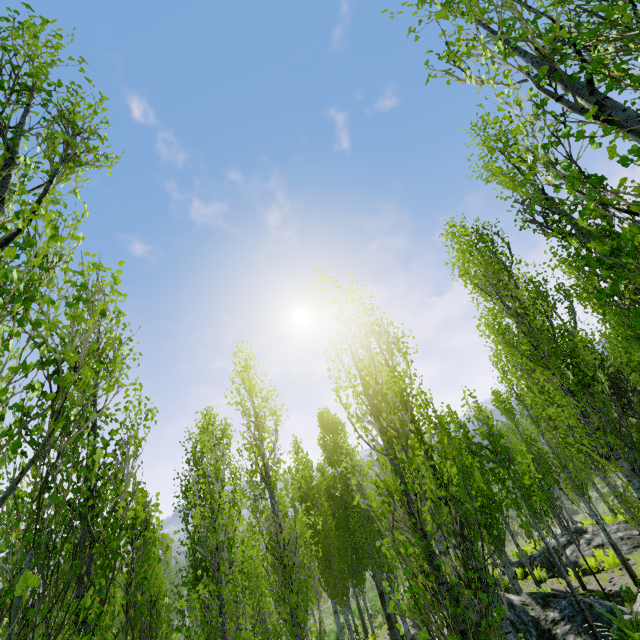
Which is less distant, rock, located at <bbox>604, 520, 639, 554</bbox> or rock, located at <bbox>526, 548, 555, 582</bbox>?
rock, located at <bbox>604, 520, 639, 554</bbox>

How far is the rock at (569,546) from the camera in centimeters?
1600cm

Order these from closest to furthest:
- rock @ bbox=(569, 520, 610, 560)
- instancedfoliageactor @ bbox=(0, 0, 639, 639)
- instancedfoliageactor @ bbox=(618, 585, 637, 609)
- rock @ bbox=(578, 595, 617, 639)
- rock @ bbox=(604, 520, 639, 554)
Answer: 1. instancedfoliageactor @ bbox=(0, 0, 639, 639)
2. rock @ bbox=(578, 595, 617, 639)
3. instancedfoliageactor @ bbox=(618, 585, 637, 609)
4. rock @ bbox=(604, 520, 639, 554)
5. rock @ bbox=(569, 520, 610, 560)

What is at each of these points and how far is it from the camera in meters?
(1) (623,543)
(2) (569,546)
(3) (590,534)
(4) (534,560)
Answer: (1) rock, 15.0 m
(2) rock, 17.2 m
(3) rock, 16.6 m
(4) rock, 18.5 m

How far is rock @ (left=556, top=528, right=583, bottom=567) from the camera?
16.00m

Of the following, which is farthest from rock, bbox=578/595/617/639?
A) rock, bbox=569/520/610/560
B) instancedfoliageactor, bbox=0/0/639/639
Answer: rock, bbox=569/520/610/560
